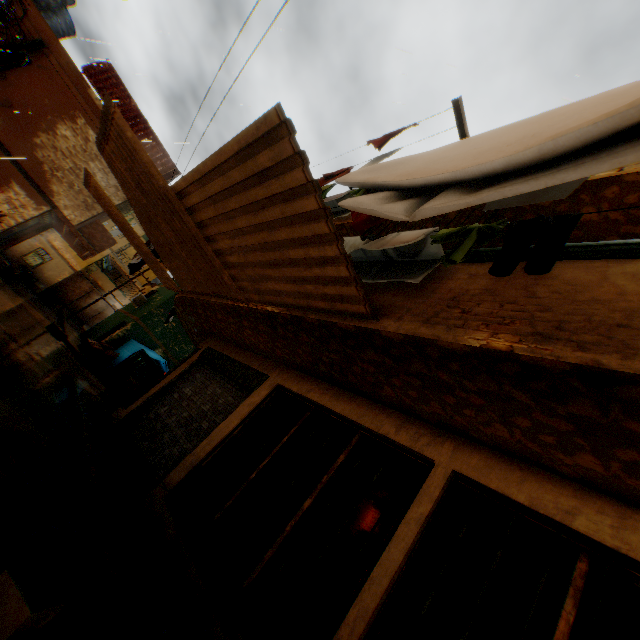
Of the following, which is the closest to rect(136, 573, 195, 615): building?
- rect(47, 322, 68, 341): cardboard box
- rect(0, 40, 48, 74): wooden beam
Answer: rect(0, 40, 48, 74): wooden beam

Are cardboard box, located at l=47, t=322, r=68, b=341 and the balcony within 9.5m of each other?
yes

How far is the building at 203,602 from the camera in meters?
3.3 m

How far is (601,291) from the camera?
2.33m

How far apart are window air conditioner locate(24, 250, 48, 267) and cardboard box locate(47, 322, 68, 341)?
13.4m

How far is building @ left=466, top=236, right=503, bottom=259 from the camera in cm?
327

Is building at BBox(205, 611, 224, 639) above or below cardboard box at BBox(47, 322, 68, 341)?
above

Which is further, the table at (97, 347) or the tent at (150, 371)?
the tent at (150, 371)
